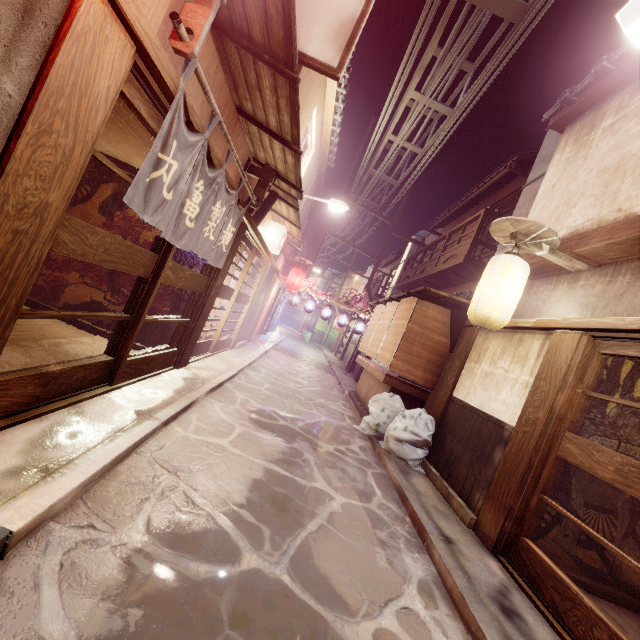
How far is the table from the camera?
12.60m

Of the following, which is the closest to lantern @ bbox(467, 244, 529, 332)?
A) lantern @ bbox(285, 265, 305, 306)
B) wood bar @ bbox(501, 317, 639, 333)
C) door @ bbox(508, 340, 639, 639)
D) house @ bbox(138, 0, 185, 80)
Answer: wood bar @ bbox(501, 317, 639, 333)

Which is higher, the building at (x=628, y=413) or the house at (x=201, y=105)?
the house at (x=201, y=105)

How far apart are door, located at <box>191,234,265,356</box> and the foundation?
8.9m

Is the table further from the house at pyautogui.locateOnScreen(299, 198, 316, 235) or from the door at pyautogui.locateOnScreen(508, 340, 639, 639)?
the house at pyautogui.locateOnScreen(299, 198, 316, 235)

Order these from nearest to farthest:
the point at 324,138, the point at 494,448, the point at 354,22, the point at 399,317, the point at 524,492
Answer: the point at 354,22
the point at 524,492
the point at 494,448
the point at 399,317
the point at 324,138

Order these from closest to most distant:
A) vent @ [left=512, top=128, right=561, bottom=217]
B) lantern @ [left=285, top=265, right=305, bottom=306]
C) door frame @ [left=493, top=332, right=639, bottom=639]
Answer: door frame @ [left=493, top=332, right=639, bottom=639] < vent @ [left=512, top=128, right=561, bottom=217] < lantern @ [left=285, top=265, right=305, bottom=306]

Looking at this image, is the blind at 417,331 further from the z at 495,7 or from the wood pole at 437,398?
the z at 495,7
